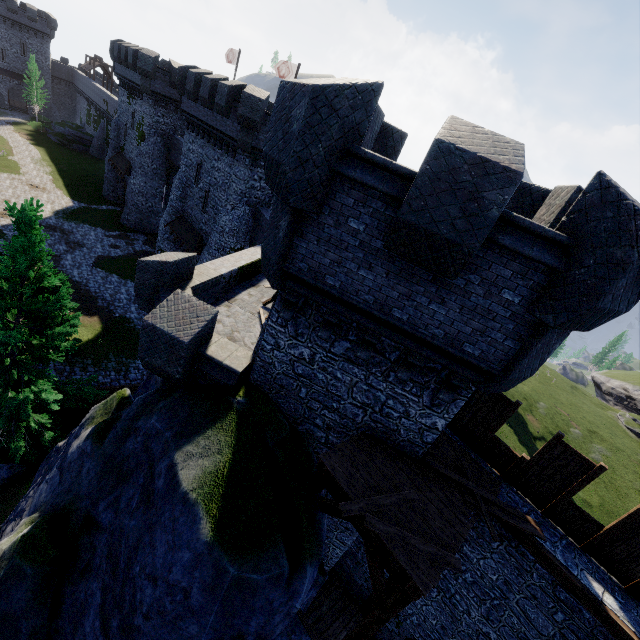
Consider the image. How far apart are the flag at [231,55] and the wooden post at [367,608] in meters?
44.5

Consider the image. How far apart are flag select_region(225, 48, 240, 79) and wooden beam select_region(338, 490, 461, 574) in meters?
44.2

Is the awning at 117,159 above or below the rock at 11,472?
above

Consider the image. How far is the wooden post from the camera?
11.1 meters

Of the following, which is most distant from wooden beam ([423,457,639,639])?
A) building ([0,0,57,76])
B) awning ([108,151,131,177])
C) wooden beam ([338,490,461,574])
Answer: building ([0,0,57,76])

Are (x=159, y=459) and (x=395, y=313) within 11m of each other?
yes

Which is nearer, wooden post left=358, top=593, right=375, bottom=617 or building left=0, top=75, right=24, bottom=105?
Answer: wooden post left=358, top=593, right=375, bottom=617

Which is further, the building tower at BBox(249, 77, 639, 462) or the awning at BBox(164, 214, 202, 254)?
the awning at BBox(164, 214, 202, 254)
